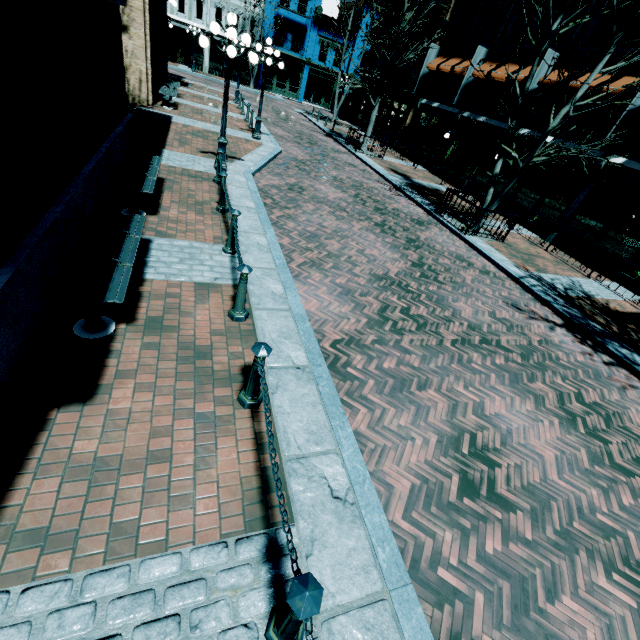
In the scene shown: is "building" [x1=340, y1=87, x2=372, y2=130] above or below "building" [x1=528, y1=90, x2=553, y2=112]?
below

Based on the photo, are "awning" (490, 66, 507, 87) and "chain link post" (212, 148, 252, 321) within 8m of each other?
no

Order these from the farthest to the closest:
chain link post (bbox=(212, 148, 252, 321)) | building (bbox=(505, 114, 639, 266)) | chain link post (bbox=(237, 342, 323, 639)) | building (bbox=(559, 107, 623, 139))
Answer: building (bbox=(559, 107, 623, 139))
building (bbox=(505, 114, 639, 266))
chain link post (bbox=(212, 148, 252, 321))
chain link post (bbox=(237, 342, 323, 639))

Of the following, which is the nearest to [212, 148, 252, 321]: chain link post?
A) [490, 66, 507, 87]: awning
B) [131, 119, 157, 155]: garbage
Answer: [131, 119, 157, 155]: garbage

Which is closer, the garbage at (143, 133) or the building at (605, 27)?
the garbage at (143, 133)

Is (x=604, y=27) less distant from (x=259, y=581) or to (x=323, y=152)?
(x=323, y=152)

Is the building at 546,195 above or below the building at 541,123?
below

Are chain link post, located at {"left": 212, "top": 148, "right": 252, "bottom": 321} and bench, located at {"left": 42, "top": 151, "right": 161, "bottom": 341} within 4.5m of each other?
yes
